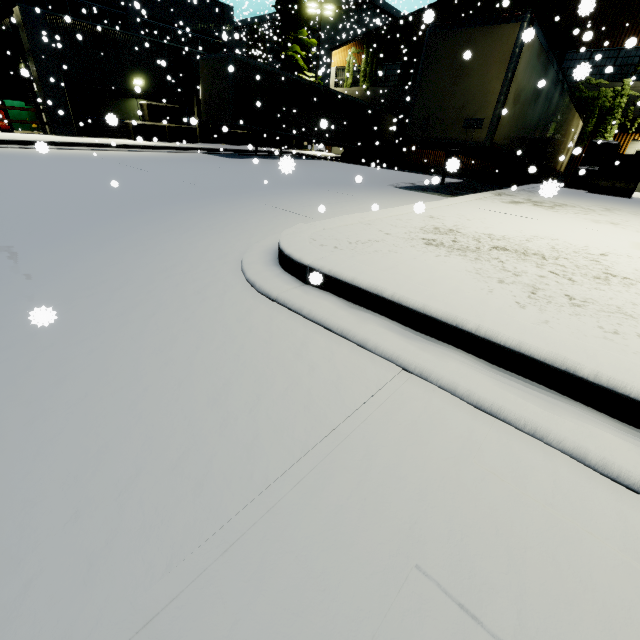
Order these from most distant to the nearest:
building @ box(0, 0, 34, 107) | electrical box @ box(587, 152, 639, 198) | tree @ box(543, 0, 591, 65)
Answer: tree @ box(543, 0, 591, 65) → building @ box(0, 0, 34, 107) → electrical box @ box(587, 152, 639, 198)

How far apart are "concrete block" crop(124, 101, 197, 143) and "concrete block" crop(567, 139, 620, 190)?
9.22m

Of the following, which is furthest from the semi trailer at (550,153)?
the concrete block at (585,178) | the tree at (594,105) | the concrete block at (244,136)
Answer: the concrete block at (244,136)

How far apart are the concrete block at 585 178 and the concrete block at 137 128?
9.22m

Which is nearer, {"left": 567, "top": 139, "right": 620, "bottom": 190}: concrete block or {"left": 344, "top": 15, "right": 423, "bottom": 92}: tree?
{"left": 567, "top": 139, "right": 620, "bottom": 190}: concrete block

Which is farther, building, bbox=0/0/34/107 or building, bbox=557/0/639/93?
building, bbox=0/0/34/107

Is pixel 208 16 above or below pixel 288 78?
above

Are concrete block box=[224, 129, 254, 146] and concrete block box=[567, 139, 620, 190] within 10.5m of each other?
no
